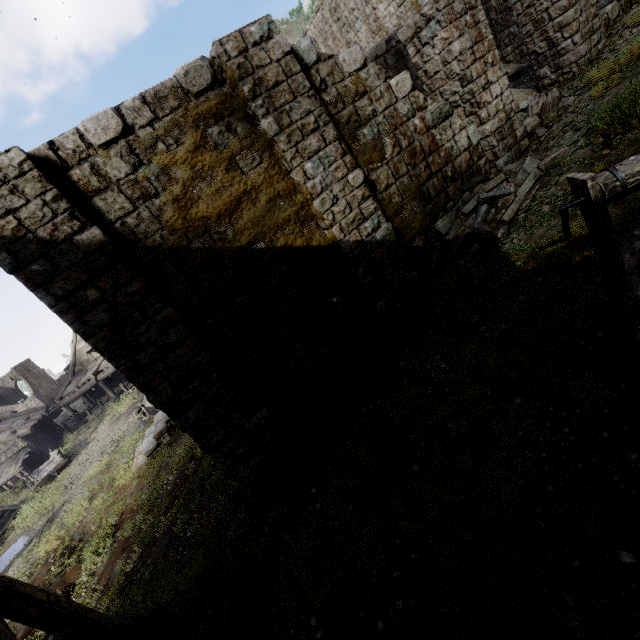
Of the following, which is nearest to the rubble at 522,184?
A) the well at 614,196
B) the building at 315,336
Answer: the building at 315,336

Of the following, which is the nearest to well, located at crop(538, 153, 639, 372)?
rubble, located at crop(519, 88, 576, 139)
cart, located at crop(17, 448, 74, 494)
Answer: rubble, located at crop(519, 88, 576, 139)

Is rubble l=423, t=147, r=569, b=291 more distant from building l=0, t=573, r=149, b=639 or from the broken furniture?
the broken furniture

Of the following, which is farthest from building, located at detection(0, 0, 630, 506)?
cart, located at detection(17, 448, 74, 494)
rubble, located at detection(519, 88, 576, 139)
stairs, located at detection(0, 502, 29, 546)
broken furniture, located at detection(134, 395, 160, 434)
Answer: stairs, located at detection(0, 502, 29, 546)

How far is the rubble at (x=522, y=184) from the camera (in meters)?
7.05

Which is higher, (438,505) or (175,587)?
(438,505)

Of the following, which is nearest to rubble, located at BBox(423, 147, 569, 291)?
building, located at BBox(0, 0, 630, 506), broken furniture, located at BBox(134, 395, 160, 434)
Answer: building, located at BBox(0, 0, 630, 506)

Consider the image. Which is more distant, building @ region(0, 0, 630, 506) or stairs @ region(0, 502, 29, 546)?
stairs @ region(0, 502, 29, 546)
